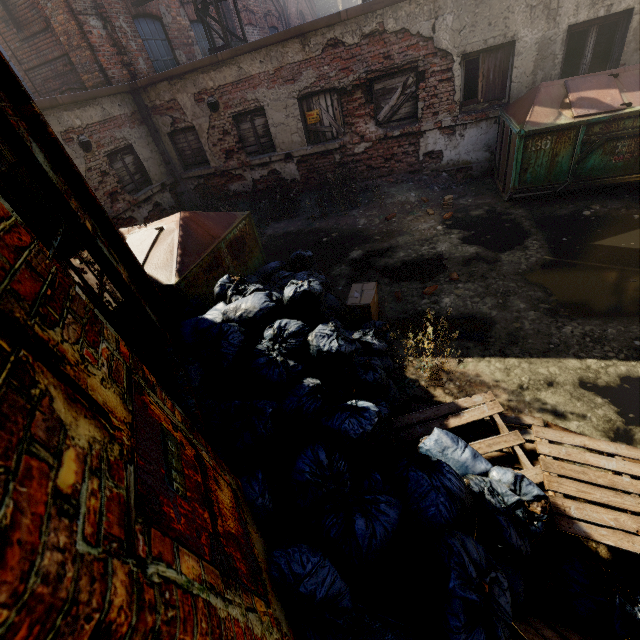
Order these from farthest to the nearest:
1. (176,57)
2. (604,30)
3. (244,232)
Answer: (176,57)
(604,30)
(244,232)

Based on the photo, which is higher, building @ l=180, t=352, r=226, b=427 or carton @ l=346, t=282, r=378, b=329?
building @ l=180, t=352, r=226, b=427

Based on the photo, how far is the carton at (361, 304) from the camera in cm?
444

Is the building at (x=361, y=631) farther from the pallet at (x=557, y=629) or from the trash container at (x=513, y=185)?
the trash container at (x=513, y=185)

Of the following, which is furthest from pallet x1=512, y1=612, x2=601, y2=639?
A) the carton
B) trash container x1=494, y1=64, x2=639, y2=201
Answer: trash container x1=494, y1=64, x2=639, y2=201

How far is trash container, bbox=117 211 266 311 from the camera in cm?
410

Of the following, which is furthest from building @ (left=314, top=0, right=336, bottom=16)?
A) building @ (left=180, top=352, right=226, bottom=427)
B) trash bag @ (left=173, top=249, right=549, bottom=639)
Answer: building @ (left=180, top=352, right=226, bottom=427)

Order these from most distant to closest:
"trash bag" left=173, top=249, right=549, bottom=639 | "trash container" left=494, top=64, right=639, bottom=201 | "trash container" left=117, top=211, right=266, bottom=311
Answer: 1. "trash container" left=494, top=64, right=639, bottom=201
2. "trash container" left=117, top=211, right=266, bottom=311
3. "trash bag" left=173, top=249, right=549, bottom=639
